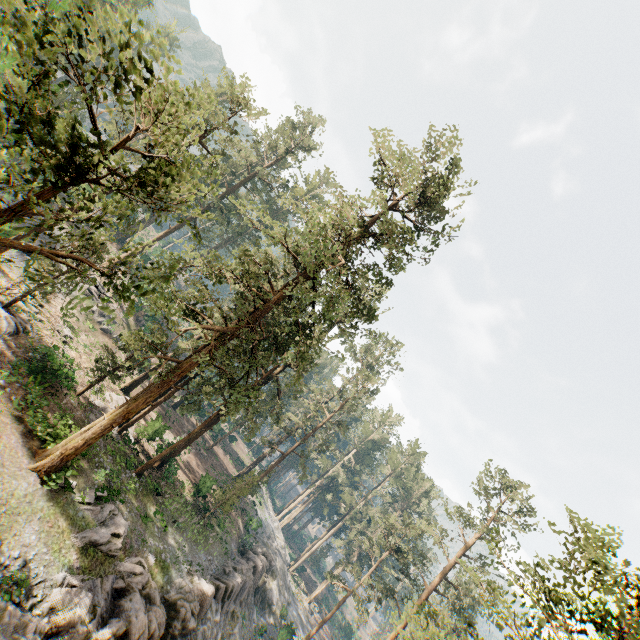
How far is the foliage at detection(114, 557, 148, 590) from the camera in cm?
1877

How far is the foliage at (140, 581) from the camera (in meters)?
18.77

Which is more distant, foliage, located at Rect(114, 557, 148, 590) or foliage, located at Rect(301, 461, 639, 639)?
foliage, located at Rect(114, 557, 148, 590)

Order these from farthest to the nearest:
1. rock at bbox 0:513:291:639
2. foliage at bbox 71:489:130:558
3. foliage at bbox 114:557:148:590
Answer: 1. foliage at bbox 114:557:148:590
2. foliage at bbox 71:489:130:558
3. rock at bbox 0:513:291:639

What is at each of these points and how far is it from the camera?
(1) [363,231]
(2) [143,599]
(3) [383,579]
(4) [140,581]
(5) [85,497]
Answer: (1) foliage, 21.9 meters
(2) rock, 18.0 meters
(3) foliage, 38.7 meters
(4) foliage, 19.1 meters
(5) foliage, 18.3 meters
